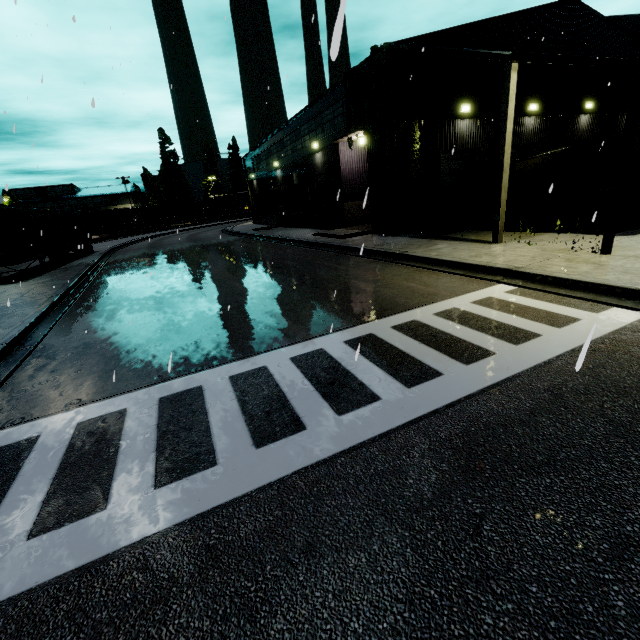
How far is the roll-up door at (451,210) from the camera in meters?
16.8

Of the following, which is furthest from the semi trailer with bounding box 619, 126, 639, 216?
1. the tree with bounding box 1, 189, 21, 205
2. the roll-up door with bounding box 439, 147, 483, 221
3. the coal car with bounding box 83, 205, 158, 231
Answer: the tree with bounding box 1, 189, 21, 205

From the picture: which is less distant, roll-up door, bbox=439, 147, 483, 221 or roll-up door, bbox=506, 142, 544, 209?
roll-up door, bbox=439, 147, 483, 221

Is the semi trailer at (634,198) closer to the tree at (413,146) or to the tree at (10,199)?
the tree at (413,146)

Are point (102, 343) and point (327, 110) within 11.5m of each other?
no

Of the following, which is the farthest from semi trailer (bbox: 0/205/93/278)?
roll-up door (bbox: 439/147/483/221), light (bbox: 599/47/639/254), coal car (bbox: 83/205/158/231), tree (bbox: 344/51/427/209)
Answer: light (bbox: 599/47/639/254)

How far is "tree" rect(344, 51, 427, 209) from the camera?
14.1m

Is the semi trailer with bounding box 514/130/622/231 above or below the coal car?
below
